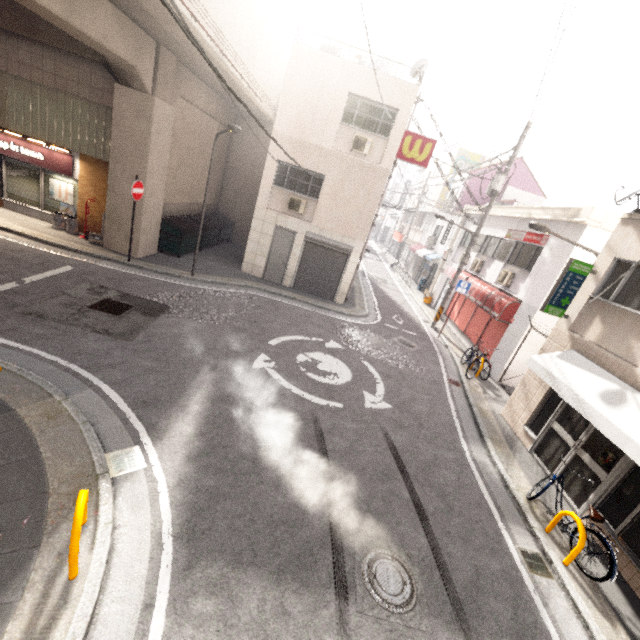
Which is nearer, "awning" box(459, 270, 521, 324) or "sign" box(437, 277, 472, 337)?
"awning" box(459, 270, 521, 324)

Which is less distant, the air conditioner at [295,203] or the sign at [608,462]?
the sign at [608,462]

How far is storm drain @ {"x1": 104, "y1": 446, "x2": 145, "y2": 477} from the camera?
4.5m

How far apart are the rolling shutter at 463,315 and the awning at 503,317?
0.1m

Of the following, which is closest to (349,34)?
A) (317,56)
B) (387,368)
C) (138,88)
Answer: (317,56)

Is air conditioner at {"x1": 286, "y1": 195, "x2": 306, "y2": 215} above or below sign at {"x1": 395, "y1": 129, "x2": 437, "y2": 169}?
below

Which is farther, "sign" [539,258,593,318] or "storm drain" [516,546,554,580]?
"sign" [539,258,593,318]

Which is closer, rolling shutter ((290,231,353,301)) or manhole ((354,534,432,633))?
manhole ((354,534,432,633))
